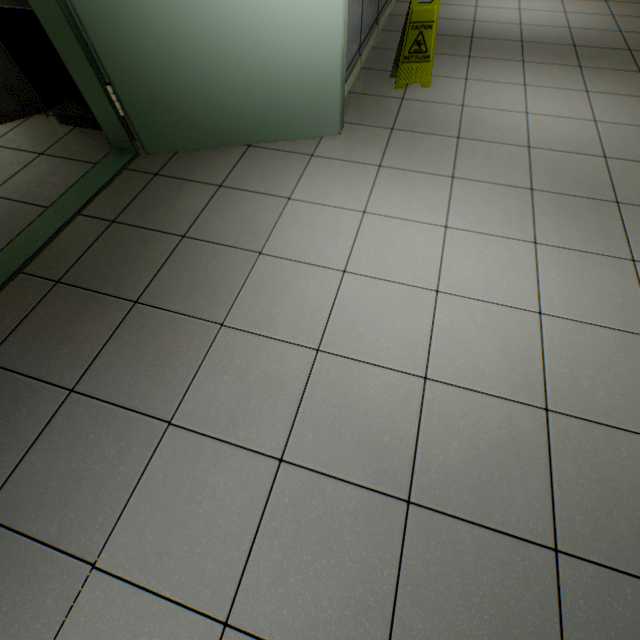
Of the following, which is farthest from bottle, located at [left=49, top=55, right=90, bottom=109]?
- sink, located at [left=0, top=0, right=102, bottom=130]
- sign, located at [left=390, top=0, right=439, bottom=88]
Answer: sign, located at [left=390, top=0, right=439, bottom=88]

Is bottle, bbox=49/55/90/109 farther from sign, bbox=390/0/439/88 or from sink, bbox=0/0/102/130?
sign, bbox=390/0/439/88

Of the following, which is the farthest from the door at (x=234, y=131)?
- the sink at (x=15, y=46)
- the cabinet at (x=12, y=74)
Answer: the cabinet at (x=12, y=74)

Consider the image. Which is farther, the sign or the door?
the sign

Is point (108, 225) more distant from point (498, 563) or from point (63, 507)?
point (498, 563)

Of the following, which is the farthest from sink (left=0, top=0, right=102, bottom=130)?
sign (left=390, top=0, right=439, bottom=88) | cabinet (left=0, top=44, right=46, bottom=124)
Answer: sign (left=390, top=0, right=439, bottom=88)

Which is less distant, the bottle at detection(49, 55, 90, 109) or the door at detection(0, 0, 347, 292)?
the door at detection(0, 0, 347, 292)

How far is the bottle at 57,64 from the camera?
2.30m
